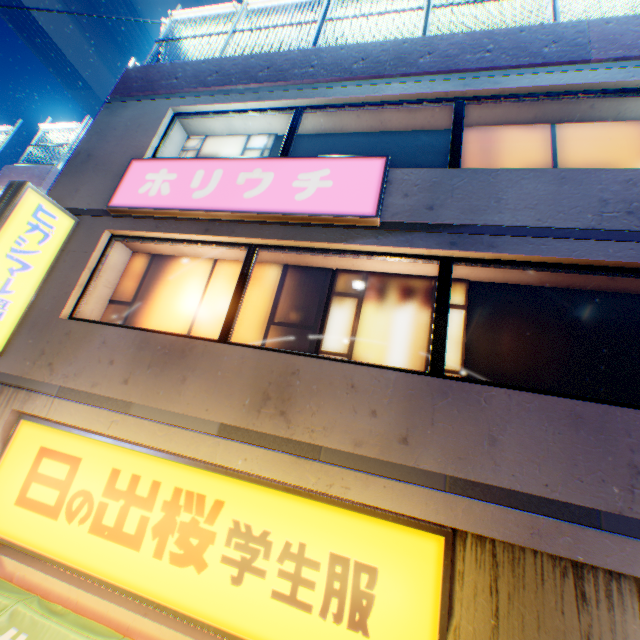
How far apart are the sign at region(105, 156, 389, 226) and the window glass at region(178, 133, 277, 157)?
0.56m

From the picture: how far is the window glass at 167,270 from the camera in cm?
514

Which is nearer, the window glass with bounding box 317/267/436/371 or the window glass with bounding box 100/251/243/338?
the window glass with bounding box 317/267/436/371

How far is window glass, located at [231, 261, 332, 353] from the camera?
4.7 meters

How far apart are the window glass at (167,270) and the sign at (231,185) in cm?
57

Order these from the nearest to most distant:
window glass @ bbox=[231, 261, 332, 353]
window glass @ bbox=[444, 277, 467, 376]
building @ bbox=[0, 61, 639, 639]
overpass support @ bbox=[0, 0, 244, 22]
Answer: building @ bbox=[0, 61, 639, 639], window glass @ bbox=[444, 277, 467, 376], window glass @ bbox=[231, 261, 332, 353], overpass support @ bbox=[0, 0, 244, 22]

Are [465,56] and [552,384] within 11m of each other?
yes
